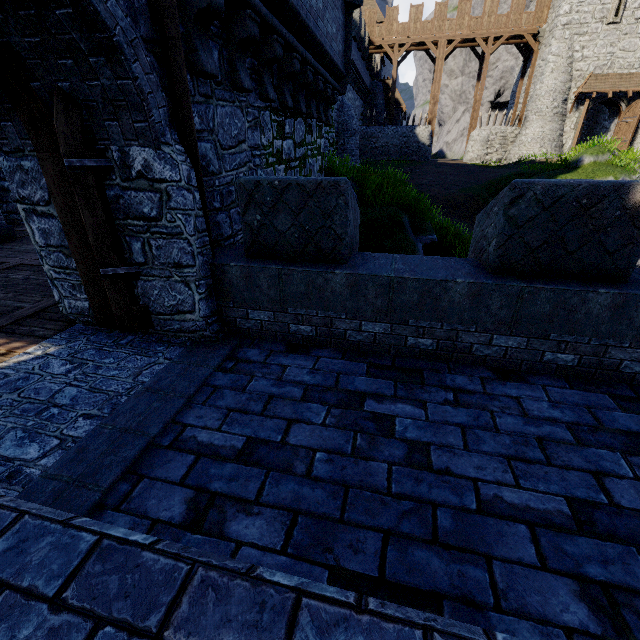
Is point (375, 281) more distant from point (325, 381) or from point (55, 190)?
point (55, 190)

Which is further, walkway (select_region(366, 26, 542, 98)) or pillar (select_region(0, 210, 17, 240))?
walkway (select_region(366, 26, 542, 98))

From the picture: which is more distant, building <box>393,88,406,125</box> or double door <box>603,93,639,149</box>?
building <box>393,88,406,125</box>

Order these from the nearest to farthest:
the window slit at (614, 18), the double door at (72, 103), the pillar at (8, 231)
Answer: the double door at (72, 103) → the pillar at (8, 231) → the window slit at (614, 18)

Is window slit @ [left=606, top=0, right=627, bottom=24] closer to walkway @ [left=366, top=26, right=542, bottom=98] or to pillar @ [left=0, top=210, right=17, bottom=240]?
walkway @ [left=366, top=26, right=542, bottom=98]

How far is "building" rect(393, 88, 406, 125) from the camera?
39.4 meters

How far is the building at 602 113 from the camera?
26.00m

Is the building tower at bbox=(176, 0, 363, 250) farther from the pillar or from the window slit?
the window slit
